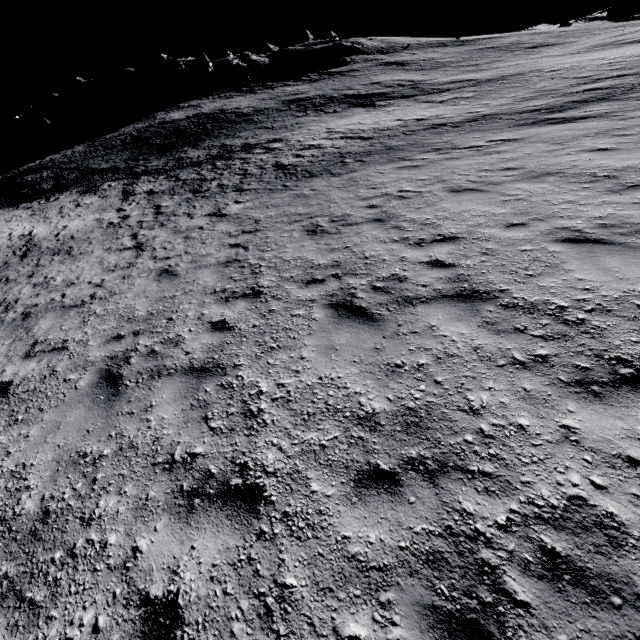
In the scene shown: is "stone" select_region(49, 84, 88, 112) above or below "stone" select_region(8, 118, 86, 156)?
above

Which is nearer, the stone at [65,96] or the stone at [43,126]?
the stone at [43,126]

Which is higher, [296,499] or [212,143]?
[212,143]

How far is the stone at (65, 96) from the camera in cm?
5675

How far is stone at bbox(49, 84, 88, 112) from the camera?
56.8m

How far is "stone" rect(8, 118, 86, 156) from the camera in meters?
46.2 m

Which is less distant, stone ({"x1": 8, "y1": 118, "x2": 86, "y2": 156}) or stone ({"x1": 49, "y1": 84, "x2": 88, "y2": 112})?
stone ({"x1": 8, "y1": 118, "x2": 86, "y2": 156})
